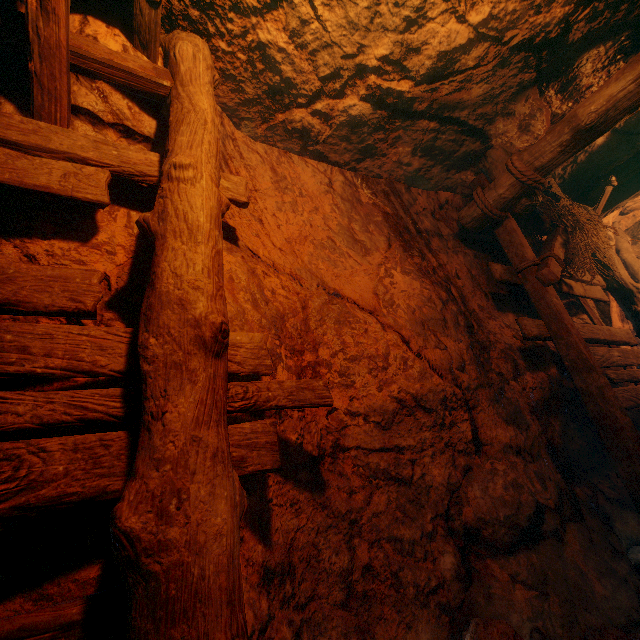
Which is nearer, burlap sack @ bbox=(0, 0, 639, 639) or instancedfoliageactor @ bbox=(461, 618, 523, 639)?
burlap sack @ bbox=(0, 0, 639, 639)

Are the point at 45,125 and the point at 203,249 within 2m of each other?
yes

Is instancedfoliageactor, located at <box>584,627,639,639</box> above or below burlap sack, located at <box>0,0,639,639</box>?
below

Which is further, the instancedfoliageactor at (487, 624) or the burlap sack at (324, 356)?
the instancedfoliageactor at (487, 624)

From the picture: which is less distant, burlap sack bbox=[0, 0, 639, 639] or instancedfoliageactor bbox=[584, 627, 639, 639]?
burlap sack bbox=[0, 0, 639, 639]

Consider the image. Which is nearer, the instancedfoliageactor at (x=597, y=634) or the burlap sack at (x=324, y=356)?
the burlap sack at (x=324, y=356)

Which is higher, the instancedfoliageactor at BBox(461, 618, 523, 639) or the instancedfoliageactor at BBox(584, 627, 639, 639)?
the instancedfoliageactor at BBox(461, 618, 523, 639)
